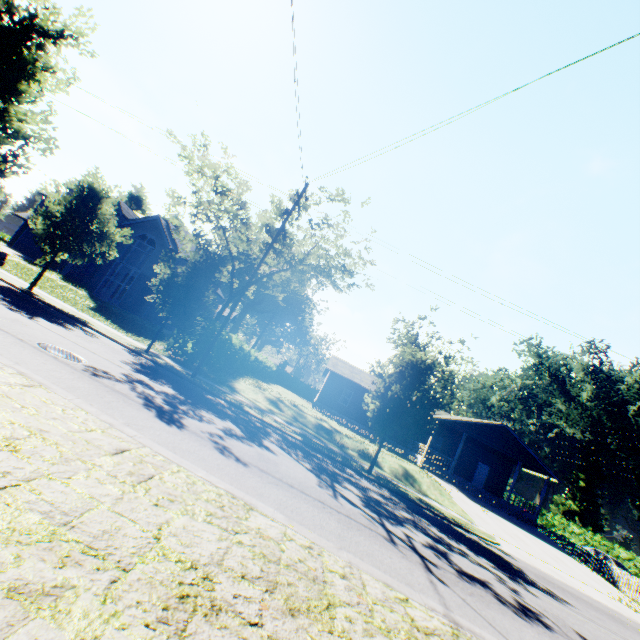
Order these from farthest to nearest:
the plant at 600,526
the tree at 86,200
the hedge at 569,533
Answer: the plant at 600,526 < the hedge at 569,533 < the tree at 86,200

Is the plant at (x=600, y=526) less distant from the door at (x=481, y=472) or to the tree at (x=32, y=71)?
the door at (x=481, y=472)

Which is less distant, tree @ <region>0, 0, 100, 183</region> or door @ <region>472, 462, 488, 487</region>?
tree @ <region>0, 0, 100, 183</region>

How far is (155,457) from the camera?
5.04m

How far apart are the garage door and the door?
50.93m

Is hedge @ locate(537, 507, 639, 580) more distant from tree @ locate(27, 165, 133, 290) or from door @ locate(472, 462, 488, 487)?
tree @ locate(27, 165, 133, 290)

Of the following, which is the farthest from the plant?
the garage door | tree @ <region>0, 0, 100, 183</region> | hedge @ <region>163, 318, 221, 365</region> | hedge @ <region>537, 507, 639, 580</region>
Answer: the garage door

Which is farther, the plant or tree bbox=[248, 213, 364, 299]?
the plant
